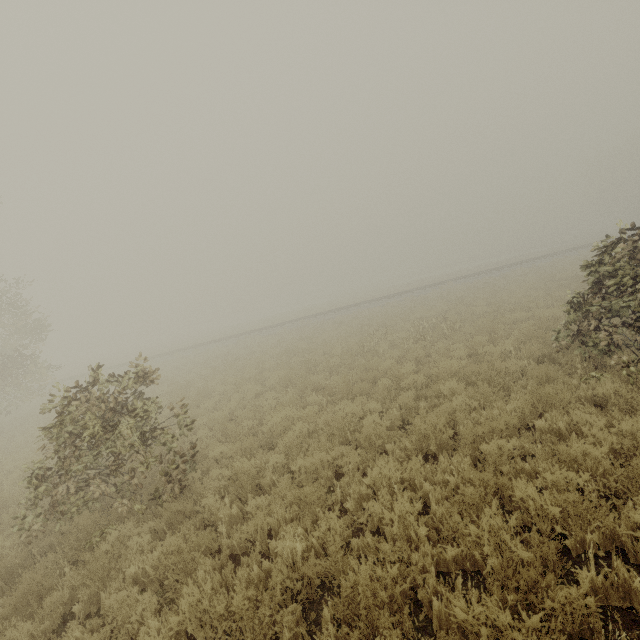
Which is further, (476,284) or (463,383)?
(476,284)
